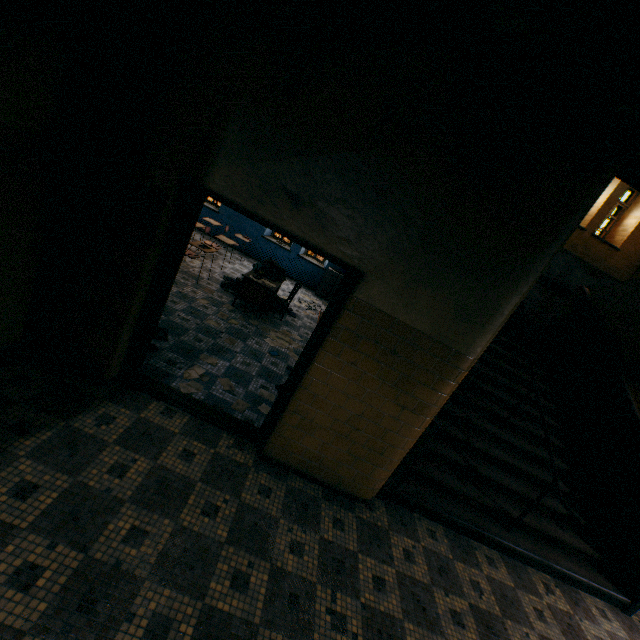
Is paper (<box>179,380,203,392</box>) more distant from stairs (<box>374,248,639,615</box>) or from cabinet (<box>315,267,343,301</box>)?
cabinet (<box>315,267,343,301</box>)

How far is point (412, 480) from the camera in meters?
4.0 m

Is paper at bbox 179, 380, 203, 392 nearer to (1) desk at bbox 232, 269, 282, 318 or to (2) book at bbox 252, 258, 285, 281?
(1) desk at bbox 232, 269, 282, 318

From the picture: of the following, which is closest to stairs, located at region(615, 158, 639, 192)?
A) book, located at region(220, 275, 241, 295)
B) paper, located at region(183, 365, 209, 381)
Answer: paper, located at region(183, 365, 209, 381)

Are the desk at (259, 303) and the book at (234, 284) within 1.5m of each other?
yes

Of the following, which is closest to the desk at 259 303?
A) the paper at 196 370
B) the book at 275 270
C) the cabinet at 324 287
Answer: the book at 275 270

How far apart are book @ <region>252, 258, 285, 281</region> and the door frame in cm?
379

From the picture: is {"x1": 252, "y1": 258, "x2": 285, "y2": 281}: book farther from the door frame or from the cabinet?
the door frame
